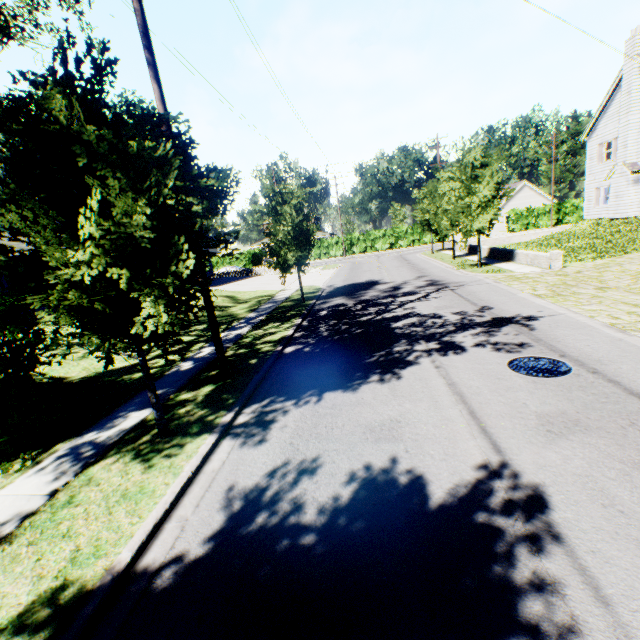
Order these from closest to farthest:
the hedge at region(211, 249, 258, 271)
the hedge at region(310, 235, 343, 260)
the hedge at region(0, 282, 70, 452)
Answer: the hedge at region(0, 282, 70, 452) → the hedge at region(310, 235, 343, 260) → the hedge at region(211, 249, 258, 271)

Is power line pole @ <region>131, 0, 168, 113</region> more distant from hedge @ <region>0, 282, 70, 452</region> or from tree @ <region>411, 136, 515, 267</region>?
hedge @ <region>0, 282, 70, 452</region>

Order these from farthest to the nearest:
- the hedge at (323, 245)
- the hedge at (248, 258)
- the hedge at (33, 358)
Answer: the hedge at (248, 258)
the hedge at (323, 245)
the hedge at (33, 358)

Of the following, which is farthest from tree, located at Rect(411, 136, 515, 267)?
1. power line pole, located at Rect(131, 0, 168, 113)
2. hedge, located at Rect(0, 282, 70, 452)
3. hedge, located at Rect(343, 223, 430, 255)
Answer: hedge, located at Rect(343, 223, 430, 255)

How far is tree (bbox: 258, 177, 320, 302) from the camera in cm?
1548

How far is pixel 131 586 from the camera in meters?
3.5 m

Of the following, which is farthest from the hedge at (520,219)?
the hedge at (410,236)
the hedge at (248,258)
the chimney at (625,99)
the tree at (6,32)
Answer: the hedge at (248,258)

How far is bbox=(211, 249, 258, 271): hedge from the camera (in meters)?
53.78
